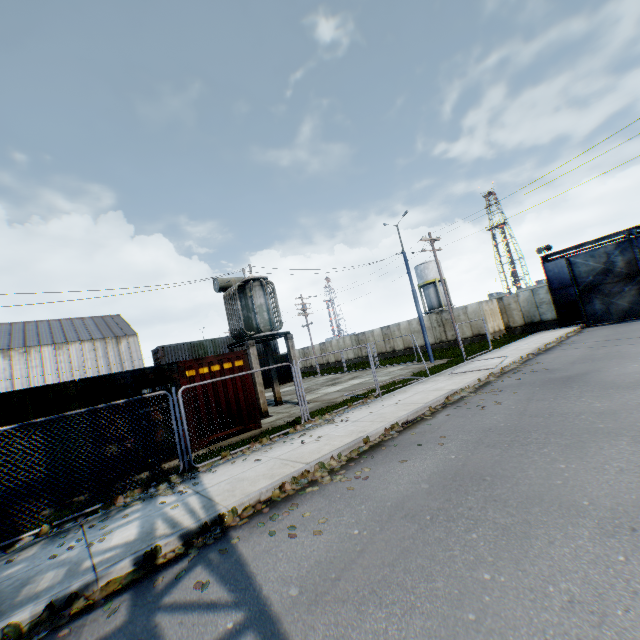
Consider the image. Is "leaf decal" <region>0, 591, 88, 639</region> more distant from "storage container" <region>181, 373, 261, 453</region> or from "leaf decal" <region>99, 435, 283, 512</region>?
"storage container" <region>181, 373, 261, 453</region>

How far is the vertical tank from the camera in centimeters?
4959cm

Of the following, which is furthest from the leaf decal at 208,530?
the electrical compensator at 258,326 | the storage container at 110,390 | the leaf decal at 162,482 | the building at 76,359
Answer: the building at 76,359

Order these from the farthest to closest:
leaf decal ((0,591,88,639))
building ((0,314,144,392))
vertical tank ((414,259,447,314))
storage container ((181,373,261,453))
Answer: vertical tank ((414,259,447,314)), building ((0,314,144,392)), storage container ((181,373,261,453)), leaf decal ((0,591,88,639))

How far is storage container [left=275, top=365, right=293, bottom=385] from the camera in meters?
32.3

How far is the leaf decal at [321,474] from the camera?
6.11m

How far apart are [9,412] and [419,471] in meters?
9.7

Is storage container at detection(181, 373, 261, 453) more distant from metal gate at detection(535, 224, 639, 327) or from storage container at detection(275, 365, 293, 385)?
metal gate at detection(535, 224, 639, 327)
